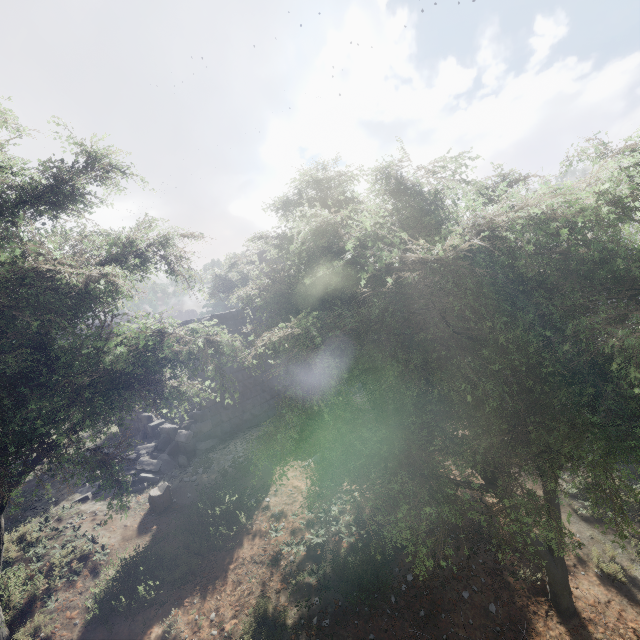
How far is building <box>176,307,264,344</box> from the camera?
12.4m

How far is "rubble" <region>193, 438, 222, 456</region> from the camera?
11.04m

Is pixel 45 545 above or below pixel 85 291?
below

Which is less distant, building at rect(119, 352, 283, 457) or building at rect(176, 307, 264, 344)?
building at rect(119, 352, 283, 457)

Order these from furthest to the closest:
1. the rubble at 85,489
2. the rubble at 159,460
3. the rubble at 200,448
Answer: the rubble at 200,448 → the rubble at 159,460 → the rubble at 85,489

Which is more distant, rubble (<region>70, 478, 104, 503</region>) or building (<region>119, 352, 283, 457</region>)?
building (<region>119, 352, 283, 457</region>)

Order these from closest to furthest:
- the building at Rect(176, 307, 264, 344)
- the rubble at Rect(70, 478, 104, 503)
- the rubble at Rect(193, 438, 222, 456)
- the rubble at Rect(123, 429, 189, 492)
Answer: the rubble at Rect(70, 478, 104, 503), the rubble at Rect(123, 429, 189, 492), the rubble at Rect(193, 438, 222, 456), the building at Rect(176, 307, 264, 344)

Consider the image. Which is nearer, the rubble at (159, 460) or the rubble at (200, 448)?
the rubble at (159, 460)
